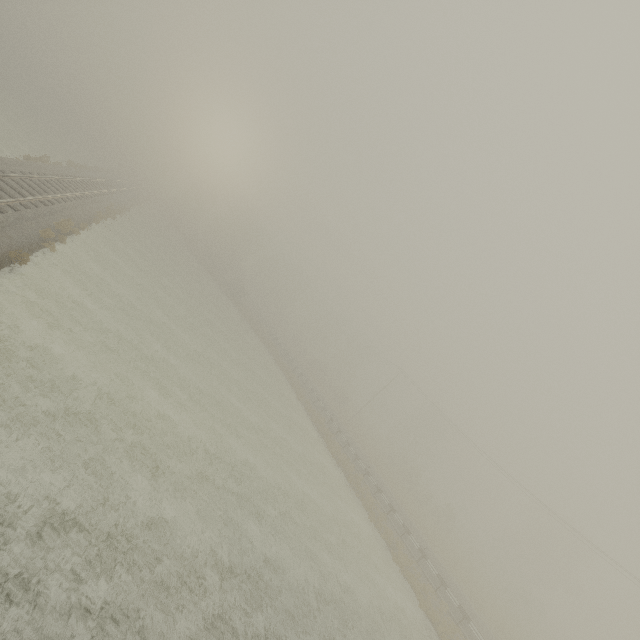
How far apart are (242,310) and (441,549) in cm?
4180
